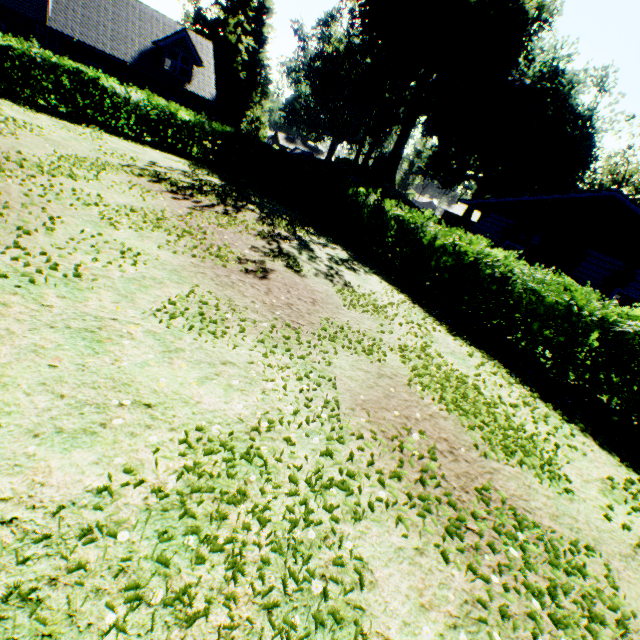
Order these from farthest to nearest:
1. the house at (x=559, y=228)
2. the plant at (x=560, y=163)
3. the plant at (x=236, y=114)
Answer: the plant at (x=236, y=114), the plant at (x=560, y=163), the house at (x=559, y=228)

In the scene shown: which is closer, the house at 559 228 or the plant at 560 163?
the house at 559 228

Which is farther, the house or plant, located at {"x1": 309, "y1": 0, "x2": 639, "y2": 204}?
plant, located at {"x1": 309, "y1": 0, "x2": 639, "y2": 204}

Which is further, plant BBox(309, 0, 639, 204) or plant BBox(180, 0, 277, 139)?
plant BBox(180, 0, 277, 139)

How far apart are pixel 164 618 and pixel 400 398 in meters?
3.8 m

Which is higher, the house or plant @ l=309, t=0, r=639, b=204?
plant @ l=309, t=0, r=639, b=204

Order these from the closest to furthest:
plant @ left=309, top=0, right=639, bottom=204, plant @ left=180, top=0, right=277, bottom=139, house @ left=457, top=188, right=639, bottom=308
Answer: house @ left=457, top=188, right=639, bottom=308
plant @ left=309, top=0, right=639, bottom=204
plant @ left=180, top=0, right=277, bottom=139
